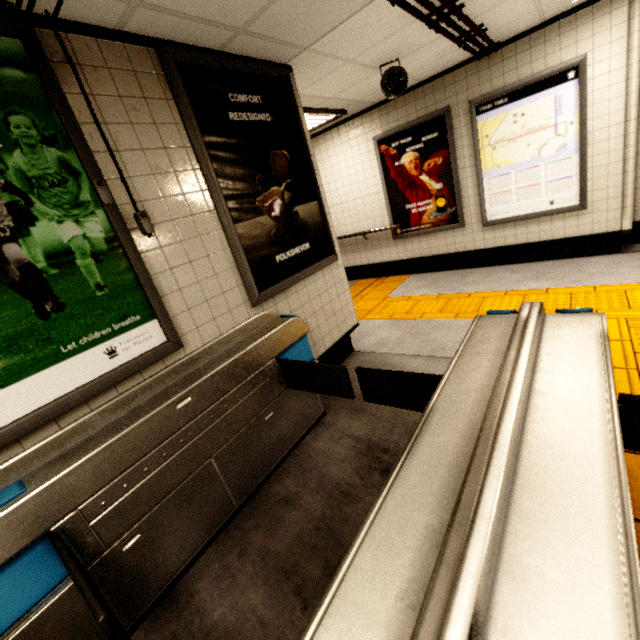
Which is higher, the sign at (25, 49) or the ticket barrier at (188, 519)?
the sign at (25, 49)

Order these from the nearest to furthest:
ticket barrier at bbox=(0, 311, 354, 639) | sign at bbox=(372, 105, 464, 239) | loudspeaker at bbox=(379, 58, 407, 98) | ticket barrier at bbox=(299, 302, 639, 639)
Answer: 1. ticket barrier at bbox=(299, 302, 639, 639)
2. ticket barrier at bbox=(0, 311, 354, 639)
3. loudspeaker at bbox=(379, 58, 407, 98)
4. sign at bbox=(372, 105, 464, 239)

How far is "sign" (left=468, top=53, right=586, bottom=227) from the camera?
4.0 meters

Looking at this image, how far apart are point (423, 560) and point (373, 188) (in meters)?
6.04

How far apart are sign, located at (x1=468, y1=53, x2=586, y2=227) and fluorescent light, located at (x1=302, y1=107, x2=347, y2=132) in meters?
1.8 m

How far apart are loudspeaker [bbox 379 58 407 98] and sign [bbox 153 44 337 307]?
1.2m

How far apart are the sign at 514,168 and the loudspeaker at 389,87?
1.45m

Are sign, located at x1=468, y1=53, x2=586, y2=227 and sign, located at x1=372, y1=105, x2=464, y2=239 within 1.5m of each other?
yes
